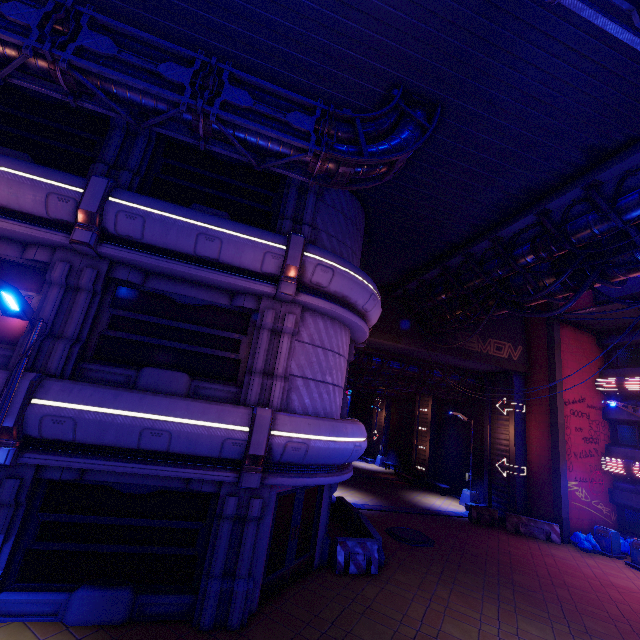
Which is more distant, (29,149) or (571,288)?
(571,288)

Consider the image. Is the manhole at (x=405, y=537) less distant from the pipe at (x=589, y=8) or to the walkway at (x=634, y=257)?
the walkway at (x=634, y=257)

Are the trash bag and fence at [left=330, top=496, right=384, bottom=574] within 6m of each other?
no

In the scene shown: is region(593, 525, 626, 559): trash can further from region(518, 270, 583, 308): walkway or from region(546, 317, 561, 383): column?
region(518, 270, 583, 308): walkway

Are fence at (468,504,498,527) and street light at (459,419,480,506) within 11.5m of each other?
yes

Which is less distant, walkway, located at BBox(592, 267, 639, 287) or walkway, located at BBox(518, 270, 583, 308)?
walkway, located at BBox(592, 267, 639, 287)

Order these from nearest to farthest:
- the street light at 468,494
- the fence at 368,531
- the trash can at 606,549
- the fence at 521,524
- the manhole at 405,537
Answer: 1. the fence at 368,531
2. the manhole at 405,537
3. the trash can at 606,549
4. the fence at 521,524
5. the street light at 468,494

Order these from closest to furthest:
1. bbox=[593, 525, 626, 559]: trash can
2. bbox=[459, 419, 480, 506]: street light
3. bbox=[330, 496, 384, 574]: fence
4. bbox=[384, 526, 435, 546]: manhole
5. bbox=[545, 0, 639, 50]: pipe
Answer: bbox=[545, 0, 639, 50]: pipe, bbox=[330, 496, 384, 574]: fence, bbox=[384, 526, 435, 546]: manhole, bbox=[593, 525, 626, 559]: trash can, bbox=[459, 419, 480, 506]: street light
